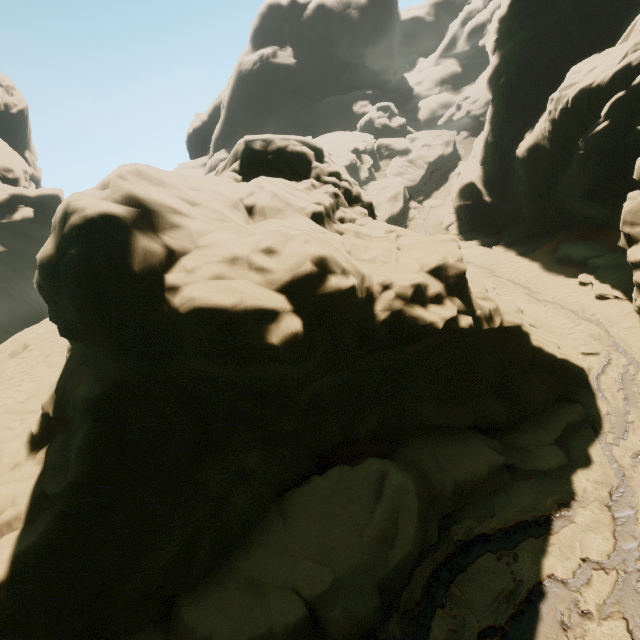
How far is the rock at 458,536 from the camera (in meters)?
8.82

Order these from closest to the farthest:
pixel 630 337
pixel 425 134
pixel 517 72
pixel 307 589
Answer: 1. pixel 307 589
2. pixel 630 337
3. pixel 517 72
4. pixel 425 134

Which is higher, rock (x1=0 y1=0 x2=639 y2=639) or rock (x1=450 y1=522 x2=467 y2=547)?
rock (x1=0 y1=0 x2=639 y2=639)

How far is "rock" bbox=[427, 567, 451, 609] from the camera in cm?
795

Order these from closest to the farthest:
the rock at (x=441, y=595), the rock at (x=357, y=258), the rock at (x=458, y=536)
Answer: the rock at (x=357, y=258) < the rock at (x=441, y=595) < the rock at (x=458, y=536)

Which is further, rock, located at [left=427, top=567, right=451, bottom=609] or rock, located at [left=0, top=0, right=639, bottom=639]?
rock, located at [left=427, top=567, right=451, bottom=609]

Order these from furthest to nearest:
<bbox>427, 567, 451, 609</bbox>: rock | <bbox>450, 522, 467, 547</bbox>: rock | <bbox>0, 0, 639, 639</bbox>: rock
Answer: <bbox>450, 522, 467, 547</bbox>: rock → <bbox>427, 567, 451, 609</bbox>: rock → <bbox>0, 0, 639, 639</bbox>: rock
